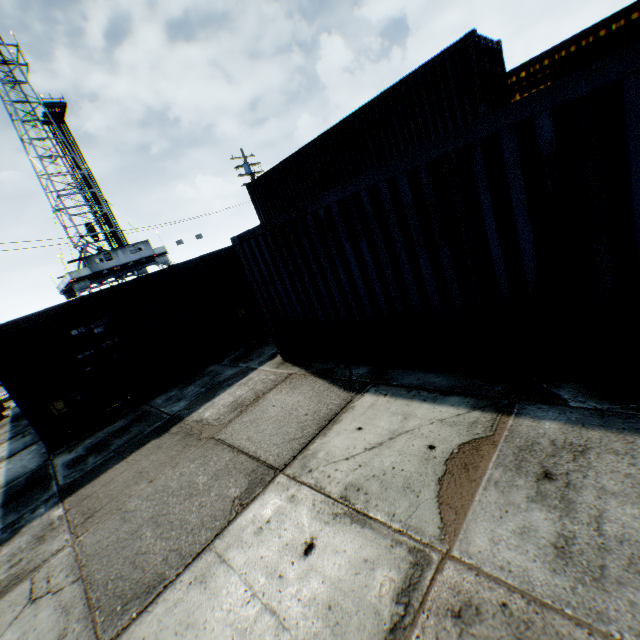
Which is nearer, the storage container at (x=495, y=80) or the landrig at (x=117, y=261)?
the storage container at (x=495, y=80)

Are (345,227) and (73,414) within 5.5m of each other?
no

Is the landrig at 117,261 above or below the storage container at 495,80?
above

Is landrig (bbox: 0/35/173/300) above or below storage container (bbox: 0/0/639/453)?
above

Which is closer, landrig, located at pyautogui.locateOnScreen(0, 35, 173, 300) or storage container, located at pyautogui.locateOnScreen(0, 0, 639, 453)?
storage container, located at pyautogui.locateOnScreen(0, 0, 639, 453)
